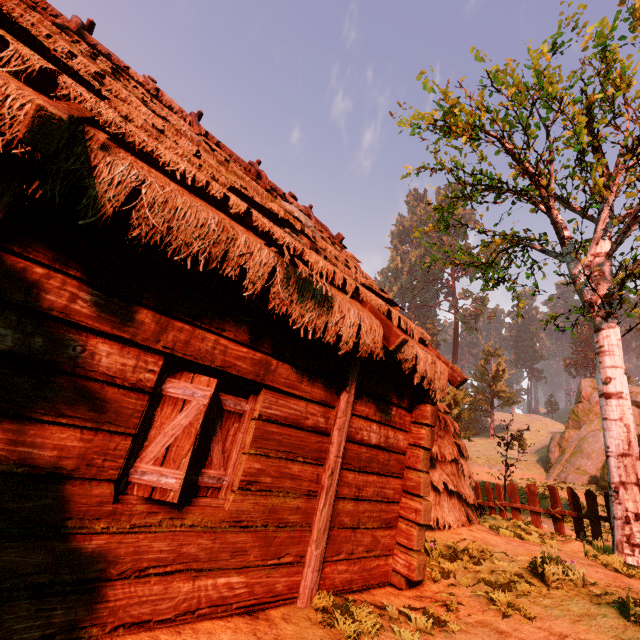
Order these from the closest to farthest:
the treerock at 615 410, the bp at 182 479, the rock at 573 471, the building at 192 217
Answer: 1. the building at 192 217
2. the bp at 182 479
3. the treerock at 615 410
4. the rock at 573 471

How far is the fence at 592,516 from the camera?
8.32m

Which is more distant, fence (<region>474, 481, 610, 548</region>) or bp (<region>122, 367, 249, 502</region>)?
fence (<region>474, 481, 610, 548</region>)

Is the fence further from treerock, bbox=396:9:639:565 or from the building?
the building

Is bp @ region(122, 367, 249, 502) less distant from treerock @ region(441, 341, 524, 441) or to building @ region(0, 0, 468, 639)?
building @ region(0, 0, 468, 639)

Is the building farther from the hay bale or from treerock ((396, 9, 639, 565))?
the hay bale

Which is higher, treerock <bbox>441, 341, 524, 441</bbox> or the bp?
treerock <bbox>441, 341, 524, 441</bbox>

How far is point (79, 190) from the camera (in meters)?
2.67
